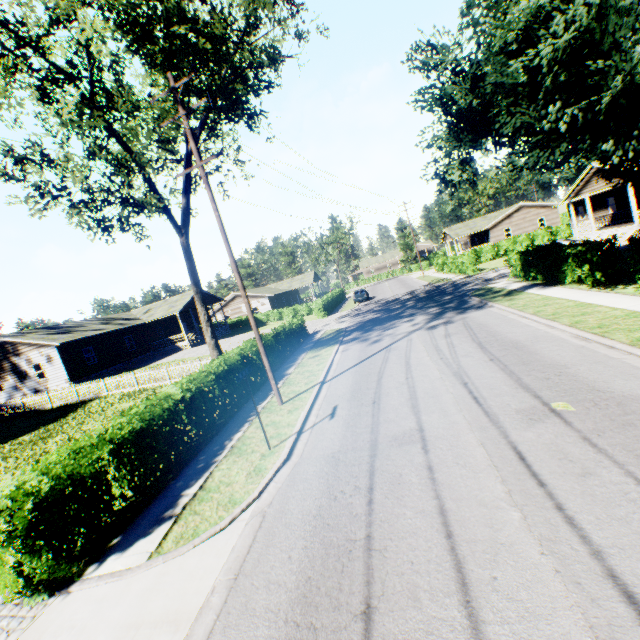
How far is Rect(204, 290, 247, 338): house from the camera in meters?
42.4 m

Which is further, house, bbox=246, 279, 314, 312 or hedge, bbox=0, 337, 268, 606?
house, bbox=246, 279, 314, 312

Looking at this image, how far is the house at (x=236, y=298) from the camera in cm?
4241

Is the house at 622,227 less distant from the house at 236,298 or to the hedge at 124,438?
the hedge at 124,438

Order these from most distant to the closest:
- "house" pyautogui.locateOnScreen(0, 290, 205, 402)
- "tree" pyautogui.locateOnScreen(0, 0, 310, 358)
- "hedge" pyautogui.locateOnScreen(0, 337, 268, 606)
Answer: "house" pyautogui.locateOnScreen(0, 290, 205, 402), "tree" pyautogui.locateOnScreen(0, 0, 310, 358), "hedge" pyautogui.locateOnScreen(0, 337, 268, 606)

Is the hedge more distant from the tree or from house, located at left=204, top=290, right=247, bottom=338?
house, located at left=204, top=290, right=247, bottom=338

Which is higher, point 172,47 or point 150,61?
point 150,61

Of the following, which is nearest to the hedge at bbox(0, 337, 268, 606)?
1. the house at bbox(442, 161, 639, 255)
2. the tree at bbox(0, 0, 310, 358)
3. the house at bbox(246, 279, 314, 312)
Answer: the tree at bbox(0, 0, 310, 358)
